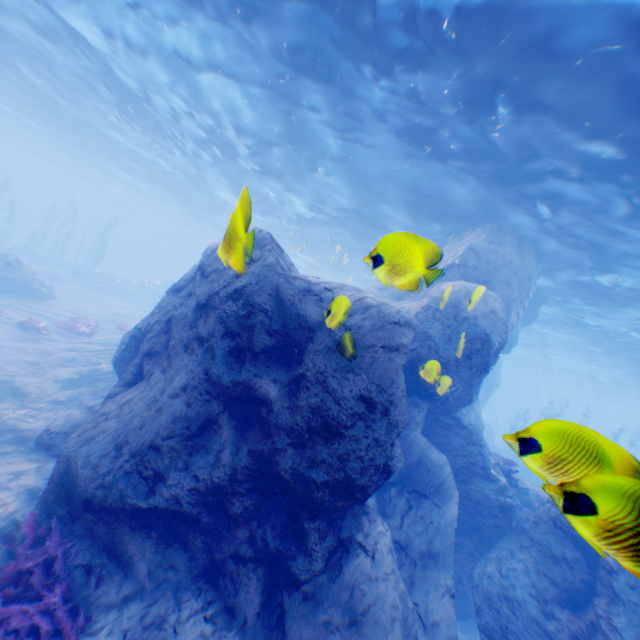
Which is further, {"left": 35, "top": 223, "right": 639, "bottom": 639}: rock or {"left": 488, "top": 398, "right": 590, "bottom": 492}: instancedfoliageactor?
{"left": 35, "top": 223, "right": 639, "bottom": 639}: rock

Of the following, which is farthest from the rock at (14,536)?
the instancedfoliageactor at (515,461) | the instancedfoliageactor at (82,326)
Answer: the instancedfoliageactor at (82,326)

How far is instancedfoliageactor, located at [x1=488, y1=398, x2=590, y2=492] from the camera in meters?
1.9

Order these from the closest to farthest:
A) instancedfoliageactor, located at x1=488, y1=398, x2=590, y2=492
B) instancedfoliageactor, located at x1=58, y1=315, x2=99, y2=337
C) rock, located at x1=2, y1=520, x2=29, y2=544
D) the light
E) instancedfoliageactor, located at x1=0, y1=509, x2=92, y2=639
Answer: instancedfoliageactor, located at x1=488, y1=398, x2=590, y2=492 < instancedfoliageactor, located at x1=0, y1=509, x2=92, y2=639 < rock, located at x1=2, y1=520, x2=29, y2=544 < the light < instancedfoliageactor, located at x1=58, y1=315, x2=99, y2=337

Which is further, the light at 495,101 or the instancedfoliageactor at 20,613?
the light at 495,101

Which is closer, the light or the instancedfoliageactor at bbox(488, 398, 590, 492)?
the instancedfoliageactor at bbox(488, 398, 590, 492)

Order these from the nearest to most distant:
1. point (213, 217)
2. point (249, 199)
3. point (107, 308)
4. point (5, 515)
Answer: point (249, 199)
point (5, 515)
point (107, 308)
point (213, 217)

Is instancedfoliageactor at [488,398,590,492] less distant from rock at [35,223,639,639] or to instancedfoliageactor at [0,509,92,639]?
rock at [35,223,639,639]
